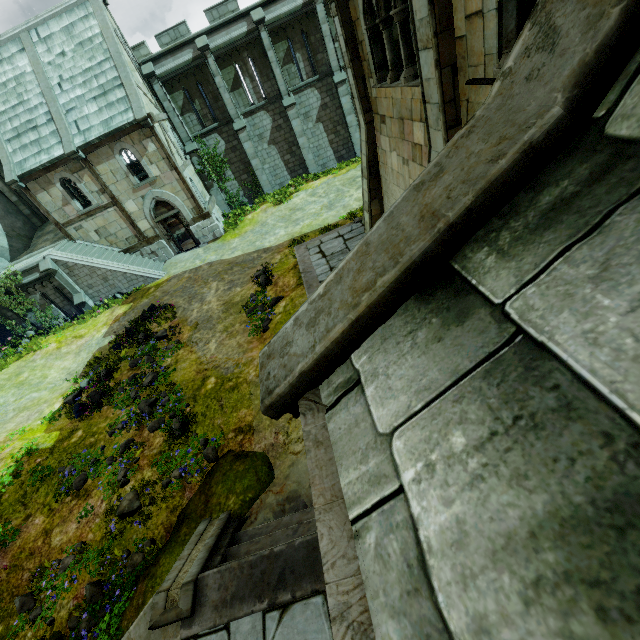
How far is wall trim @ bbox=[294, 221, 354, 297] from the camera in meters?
10.7 m

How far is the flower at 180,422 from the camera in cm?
920

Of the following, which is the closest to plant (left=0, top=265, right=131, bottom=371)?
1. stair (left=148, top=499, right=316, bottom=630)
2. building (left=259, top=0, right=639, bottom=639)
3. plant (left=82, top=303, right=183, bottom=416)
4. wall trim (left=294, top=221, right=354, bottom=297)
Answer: plant (left=82, top=303, right=183, bottom=416)

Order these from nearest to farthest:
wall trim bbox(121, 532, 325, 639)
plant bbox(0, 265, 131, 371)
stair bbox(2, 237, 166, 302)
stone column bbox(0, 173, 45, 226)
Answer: wall trim bbox(121, 532, 325, 639) → plant bbox(0, 265, 131, 371) → stair bbox(2, 237, 166, 302) → stone column bbox(0, 173, 45, 226)

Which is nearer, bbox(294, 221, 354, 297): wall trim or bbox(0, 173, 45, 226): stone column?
bbox(294, 221, 354, 297): wall trim

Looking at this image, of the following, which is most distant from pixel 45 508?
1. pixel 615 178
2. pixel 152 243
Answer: pixel 152 243

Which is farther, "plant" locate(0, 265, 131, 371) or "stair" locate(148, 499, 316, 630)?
"plant" locate(0, 265, 131, 371)

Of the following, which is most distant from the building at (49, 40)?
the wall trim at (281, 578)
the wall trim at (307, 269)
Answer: the wall trim at (281, 578)
